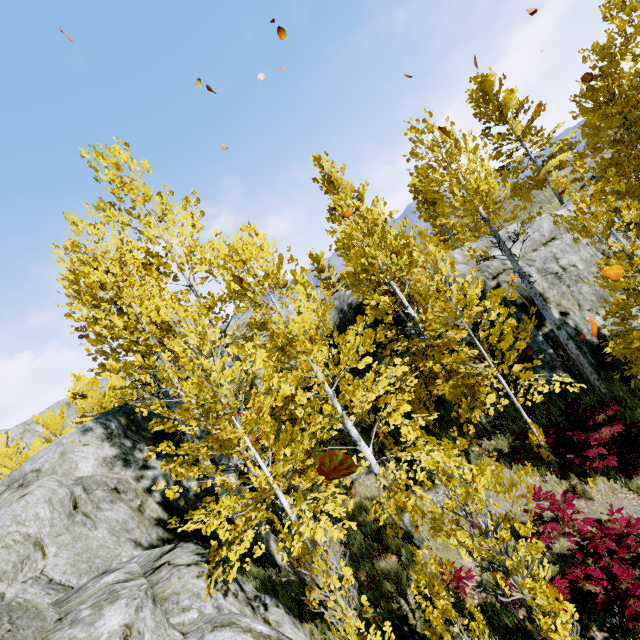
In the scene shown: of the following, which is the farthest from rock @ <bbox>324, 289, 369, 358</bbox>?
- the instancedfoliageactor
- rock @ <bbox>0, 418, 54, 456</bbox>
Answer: rock @ <bbox>0, 418, 54, 456</bbox>

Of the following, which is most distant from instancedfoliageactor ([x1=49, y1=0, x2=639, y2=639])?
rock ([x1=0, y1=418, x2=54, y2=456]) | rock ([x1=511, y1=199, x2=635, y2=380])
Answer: rock ([x1=0, y1=418, x2=54, y2=456])

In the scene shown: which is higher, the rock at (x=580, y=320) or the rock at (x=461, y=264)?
the rock at (x=461, y=264)

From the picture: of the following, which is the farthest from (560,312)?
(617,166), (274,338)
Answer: (274,338)

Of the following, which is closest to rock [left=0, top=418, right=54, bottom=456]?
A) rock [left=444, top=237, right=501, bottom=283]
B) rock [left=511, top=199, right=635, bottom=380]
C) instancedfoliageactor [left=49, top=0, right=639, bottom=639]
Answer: instancedfoliageactor [left=49, top=0, right=639, bottom=639]

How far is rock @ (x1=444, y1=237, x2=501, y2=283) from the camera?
13.0m
